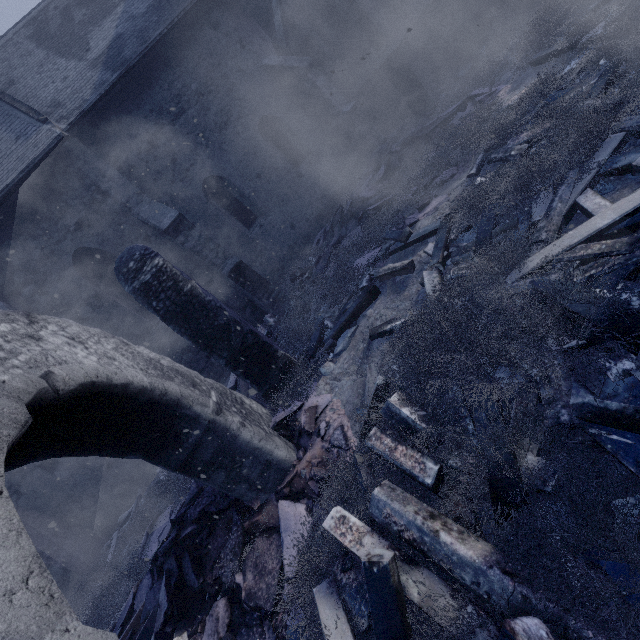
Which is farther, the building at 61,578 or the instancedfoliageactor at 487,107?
the building at 61,578

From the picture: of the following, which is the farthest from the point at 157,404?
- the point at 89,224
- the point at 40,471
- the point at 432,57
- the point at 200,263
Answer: the point at 432,57

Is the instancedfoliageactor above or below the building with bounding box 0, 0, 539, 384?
below

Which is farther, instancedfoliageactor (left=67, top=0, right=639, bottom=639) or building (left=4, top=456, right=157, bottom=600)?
building (left=4, top=456, right=157, bottom=600)
